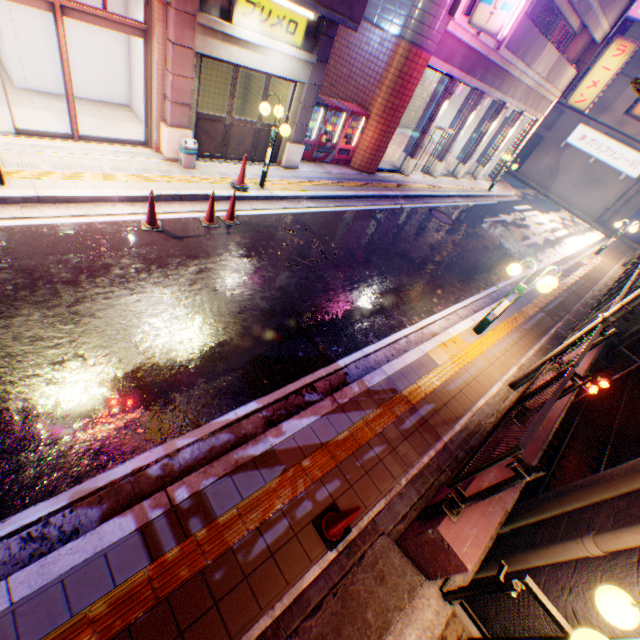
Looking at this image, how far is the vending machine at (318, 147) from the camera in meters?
11.6

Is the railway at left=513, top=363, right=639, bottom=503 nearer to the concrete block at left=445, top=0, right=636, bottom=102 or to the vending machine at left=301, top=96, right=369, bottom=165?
the vending machine at left=301, top=96, right=369, bottom=165

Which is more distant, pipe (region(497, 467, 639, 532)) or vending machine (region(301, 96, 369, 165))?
vending machine (region(301, 96, 369, 165))

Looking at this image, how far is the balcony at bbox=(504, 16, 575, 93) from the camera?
13.48m

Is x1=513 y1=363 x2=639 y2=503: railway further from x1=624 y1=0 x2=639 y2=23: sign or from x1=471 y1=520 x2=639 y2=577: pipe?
x1=624 y1=0 x2=639 y2=23: sign

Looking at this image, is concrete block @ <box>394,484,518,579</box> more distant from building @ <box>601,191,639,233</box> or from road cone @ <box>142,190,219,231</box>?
building @ <box>601,191,639,233</box>

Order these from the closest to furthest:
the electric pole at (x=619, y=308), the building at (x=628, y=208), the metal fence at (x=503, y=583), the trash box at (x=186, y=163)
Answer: the metal fence at (x=503, y=583)
the electric pole at (x=619, y=308)
the trash box at (x=186, y=163)
the building at (x=628, y=208)

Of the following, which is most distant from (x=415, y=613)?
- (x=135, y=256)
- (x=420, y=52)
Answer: (x=420, y=52)
